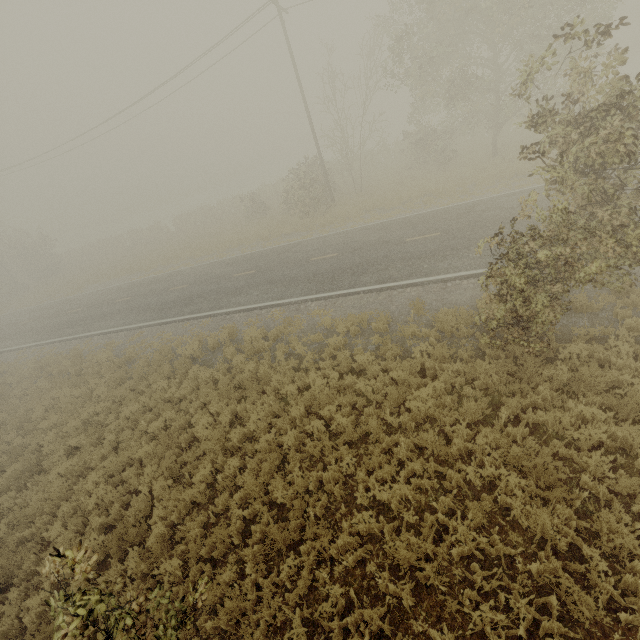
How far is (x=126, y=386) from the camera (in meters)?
13.02

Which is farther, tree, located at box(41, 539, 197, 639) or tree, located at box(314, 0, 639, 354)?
tree, located at box(314, 0, 639, 354)

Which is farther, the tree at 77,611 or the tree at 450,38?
the tree at 450,38
